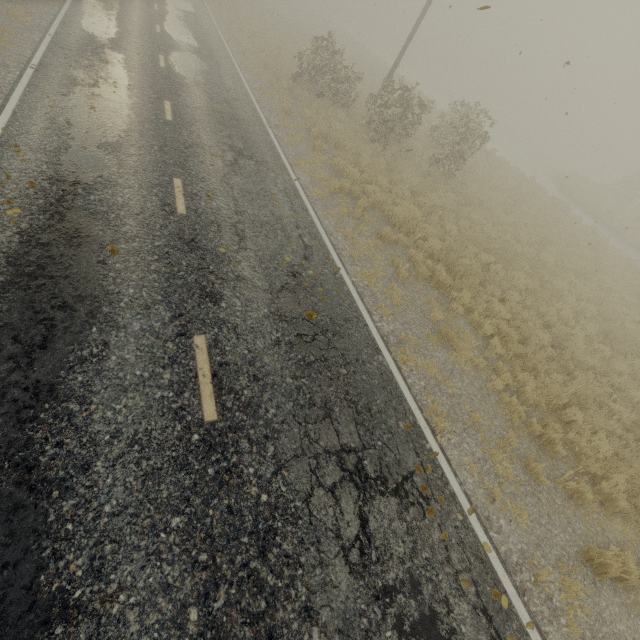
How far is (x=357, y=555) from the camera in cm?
406
